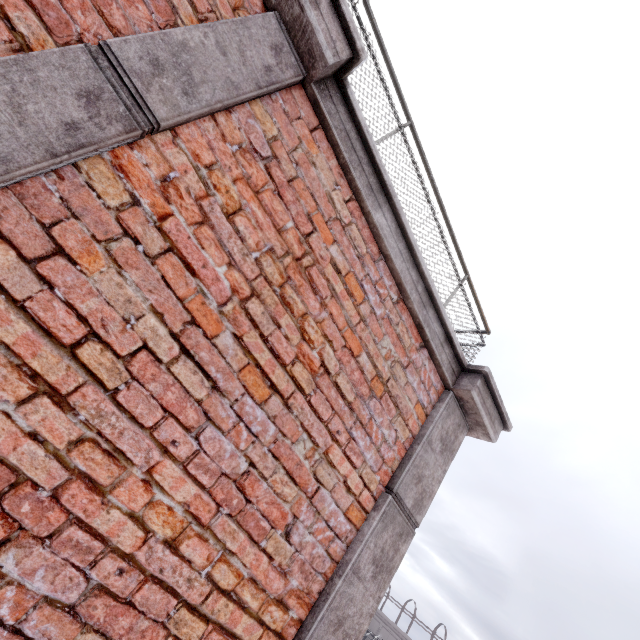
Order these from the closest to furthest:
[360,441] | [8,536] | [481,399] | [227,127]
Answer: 1. [8,536]
2. [227,127]
3. [360,441]
4. [481,399]
